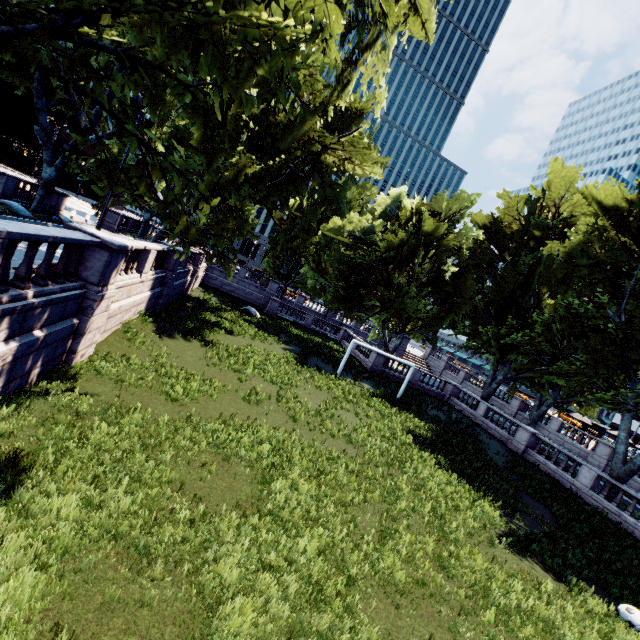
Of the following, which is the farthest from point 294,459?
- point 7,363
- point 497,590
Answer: point 7,363

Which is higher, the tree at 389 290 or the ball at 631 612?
the tree at 389 290

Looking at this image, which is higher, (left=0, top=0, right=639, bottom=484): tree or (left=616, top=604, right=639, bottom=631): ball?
(left=0, top=0, right=639, bottom=484): tree

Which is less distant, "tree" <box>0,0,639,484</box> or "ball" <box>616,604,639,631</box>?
"tree" <box>0,0,639,484</box>

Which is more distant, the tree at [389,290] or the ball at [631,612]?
the ball at [631,612]
